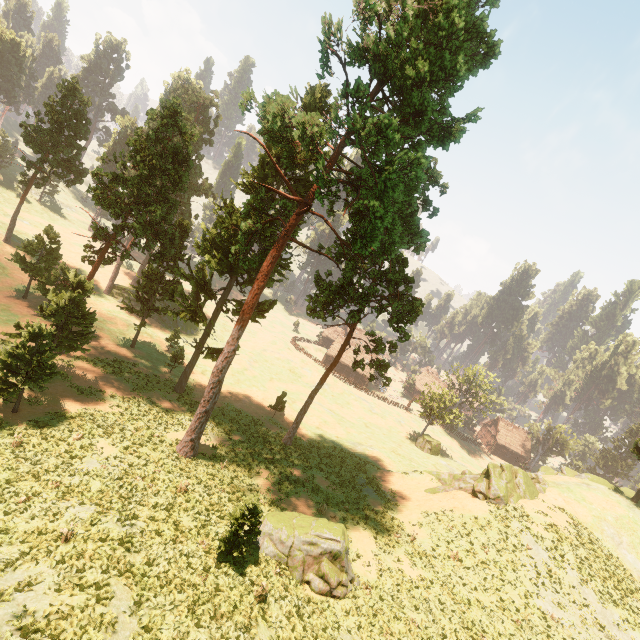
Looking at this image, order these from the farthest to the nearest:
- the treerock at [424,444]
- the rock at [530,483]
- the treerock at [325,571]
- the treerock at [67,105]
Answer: the treerock at [424,444], the treerock at [67,105], the rock at [530,483], the treerock at [325,571]

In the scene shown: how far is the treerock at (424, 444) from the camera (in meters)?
49.31

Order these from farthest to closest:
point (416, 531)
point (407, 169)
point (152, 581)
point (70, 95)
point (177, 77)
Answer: point (177, 77)
point (70, 95)
point (416, 531)
point (407, 169)
point (152, 581)

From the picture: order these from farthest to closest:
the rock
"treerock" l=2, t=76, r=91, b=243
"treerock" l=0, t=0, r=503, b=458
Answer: "treerock" l=2, t=76, r=91, b=243
the rock
"treerock" l=0, t=0, r=503, b=458

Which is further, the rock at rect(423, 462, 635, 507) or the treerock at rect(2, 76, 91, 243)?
the treerock at rect(2, 76, 91, 243)

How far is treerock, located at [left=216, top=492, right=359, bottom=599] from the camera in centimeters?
1564cm
